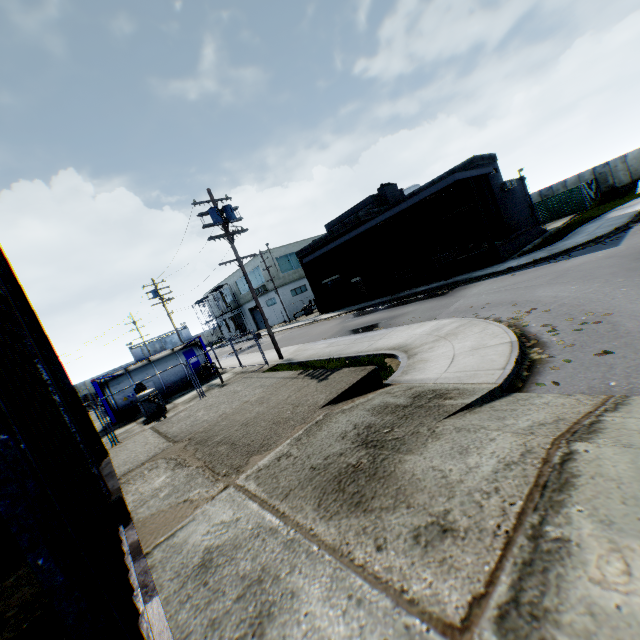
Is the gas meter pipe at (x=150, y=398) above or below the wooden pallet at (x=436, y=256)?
below

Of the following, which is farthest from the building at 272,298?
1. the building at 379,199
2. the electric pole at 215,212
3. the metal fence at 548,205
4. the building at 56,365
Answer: the building at 56,365

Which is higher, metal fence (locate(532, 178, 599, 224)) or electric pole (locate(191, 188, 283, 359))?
electric pole (locate(191, 188, 283, 359))

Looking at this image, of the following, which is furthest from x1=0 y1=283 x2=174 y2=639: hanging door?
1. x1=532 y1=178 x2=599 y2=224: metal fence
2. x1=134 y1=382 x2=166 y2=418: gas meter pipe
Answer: x1=134 y1=382 x2=166 y2=418: gas meter pipe

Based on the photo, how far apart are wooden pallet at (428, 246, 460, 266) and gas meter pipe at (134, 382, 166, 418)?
19.4m

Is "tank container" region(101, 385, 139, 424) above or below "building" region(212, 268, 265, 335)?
below

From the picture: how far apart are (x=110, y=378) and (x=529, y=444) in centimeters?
2256cm
